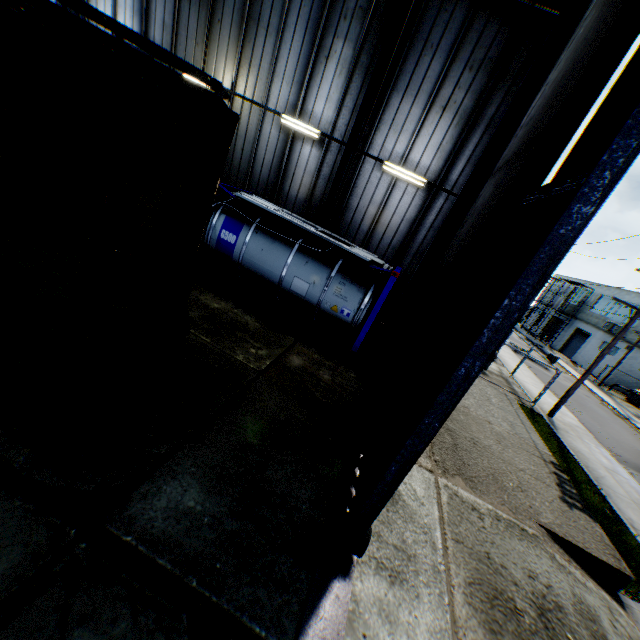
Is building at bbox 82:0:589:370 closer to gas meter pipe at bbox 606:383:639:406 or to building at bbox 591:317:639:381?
gas meter pipe at bbox 606:383:639:406

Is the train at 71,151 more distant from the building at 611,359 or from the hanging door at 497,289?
the building at 611,359

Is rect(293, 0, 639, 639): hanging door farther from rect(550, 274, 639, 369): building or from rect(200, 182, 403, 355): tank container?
rect(550, 274, 639, 369): building

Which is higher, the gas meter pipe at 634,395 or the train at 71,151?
the train at 71,151

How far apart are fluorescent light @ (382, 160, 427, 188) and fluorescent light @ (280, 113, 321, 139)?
2.57m

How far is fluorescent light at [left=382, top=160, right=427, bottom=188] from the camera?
11.15m

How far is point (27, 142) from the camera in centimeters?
278cm

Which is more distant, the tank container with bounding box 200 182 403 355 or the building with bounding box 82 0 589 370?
the tank container with bounding box 200 182 403 355
